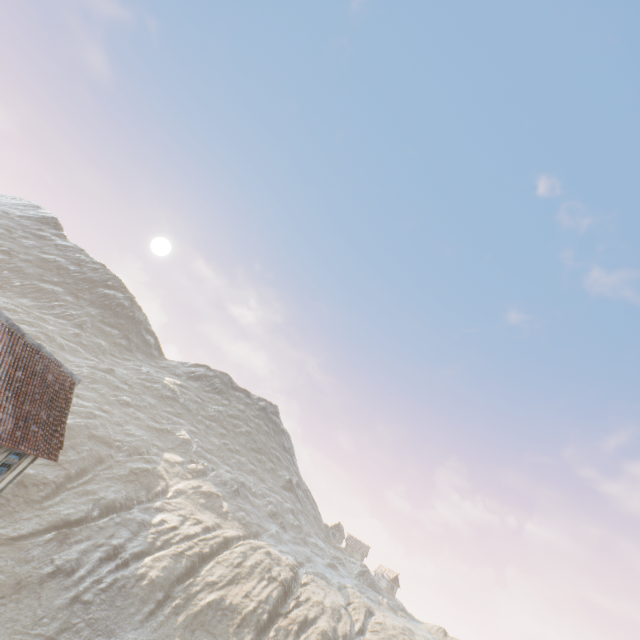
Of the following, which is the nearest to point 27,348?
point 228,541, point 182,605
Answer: point 182,605
